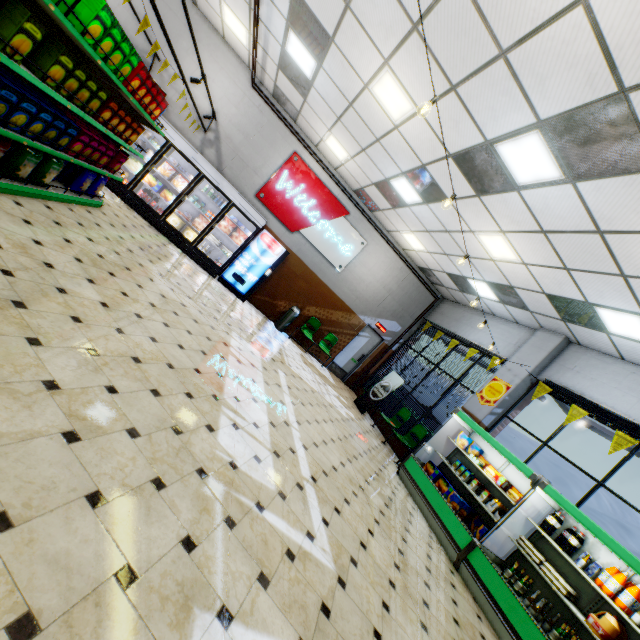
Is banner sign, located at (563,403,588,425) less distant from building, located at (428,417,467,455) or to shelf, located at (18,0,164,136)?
building, located at (428,417,467,455)

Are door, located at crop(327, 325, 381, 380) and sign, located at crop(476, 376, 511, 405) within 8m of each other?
yes

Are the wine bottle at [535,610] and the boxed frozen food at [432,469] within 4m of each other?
yes

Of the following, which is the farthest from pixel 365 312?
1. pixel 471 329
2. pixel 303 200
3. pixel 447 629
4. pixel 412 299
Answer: pixel 447 629

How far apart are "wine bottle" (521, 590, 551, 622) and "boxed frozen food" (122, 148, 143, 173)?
11.71m

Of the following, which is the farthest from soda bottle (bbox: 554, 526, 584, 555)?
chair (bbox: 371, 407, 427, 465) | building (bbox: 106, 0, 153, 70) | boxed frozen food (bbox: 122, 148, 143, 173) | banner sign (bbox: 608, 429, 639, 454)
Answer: boxed frozen food (bbox: 122, 148, 143, 173)

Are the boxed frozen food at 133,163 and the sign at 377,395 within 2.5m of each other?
no

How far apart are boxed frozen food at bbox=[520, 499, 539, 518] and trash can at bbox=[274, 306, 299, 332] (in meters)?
7.20
